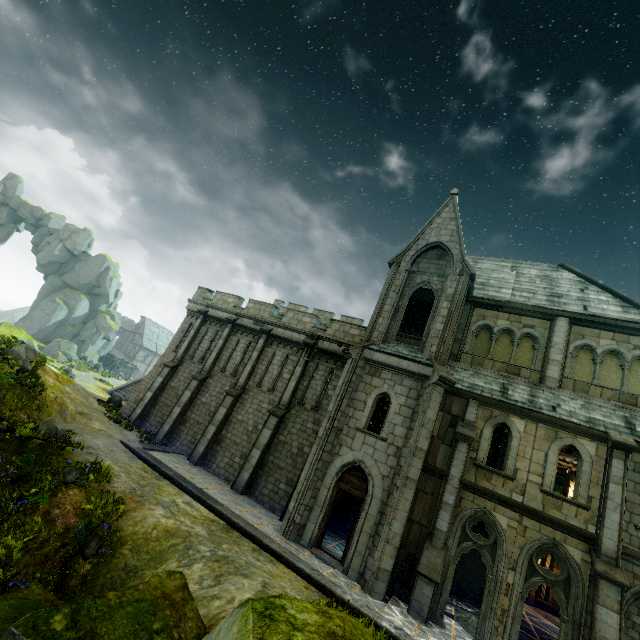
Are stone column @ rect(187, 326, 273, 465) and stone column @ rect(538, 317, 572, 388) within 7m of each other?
no

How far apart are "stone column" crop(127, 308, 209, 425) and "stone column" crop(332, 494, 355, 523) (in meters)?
13.57

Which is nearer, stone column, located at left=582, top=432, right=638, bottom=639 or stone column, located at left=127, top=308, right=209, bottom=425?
stone column, located at left=582, top=432, right=638, bottom=639

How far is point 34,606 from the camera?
6.9m

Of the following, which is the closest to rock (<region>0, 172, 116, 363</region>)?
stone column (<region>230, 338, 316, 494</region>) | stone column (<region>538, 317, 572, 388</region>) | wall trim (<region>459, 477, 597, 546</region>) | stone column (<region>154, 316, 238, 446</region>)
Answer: stone column (<region>154, 316, 238, 446</region>)

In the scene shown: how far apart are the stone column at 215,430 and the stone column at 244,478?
2.5m

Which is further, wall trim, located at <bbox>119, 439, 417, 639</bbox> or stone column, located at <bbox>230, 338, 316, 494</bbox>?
stone column, located at <bbox>230, 338, 316, 494</bbox>

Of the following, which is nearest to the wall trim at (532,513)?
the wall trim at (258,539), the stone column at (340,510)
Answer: the wall trim at (258,539)
